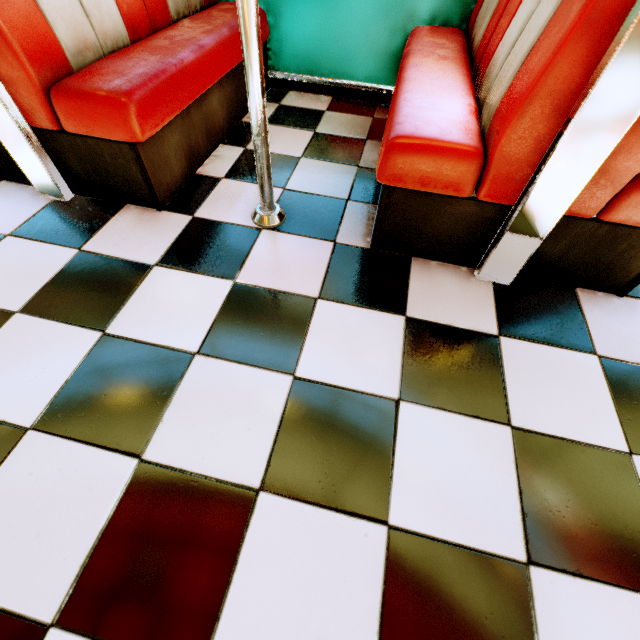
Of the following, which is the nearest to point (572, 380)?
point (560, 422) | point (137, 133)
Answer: point (560, 422)

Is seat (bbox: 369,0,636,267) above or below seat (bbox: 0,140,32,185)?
above

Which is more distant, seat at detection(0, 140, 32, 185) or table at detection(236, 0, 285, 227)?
seat at detection(0, 140, 32, 185)

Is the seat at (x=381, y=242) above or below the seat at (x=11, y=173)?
above

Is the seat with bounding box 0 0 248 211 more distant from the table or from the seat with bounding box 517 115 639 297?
the seat with bounding box 517 115 639 297

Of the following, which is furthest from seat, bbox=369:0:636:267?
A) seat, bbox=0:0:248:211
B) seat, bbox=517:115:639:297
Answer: seat, bbox=0:0:248:211

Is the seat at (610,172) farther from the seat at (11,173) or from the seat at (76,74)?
the seat at (11,173)

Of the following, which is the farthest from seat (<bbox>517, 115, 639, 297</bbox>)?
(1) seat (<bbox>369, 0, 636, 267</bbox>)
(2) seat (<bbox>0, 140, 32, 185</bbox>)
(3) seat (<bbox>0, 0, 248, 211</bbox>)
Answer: (2) seat (<bbox>0, 140, 32, 185</bbox>)
